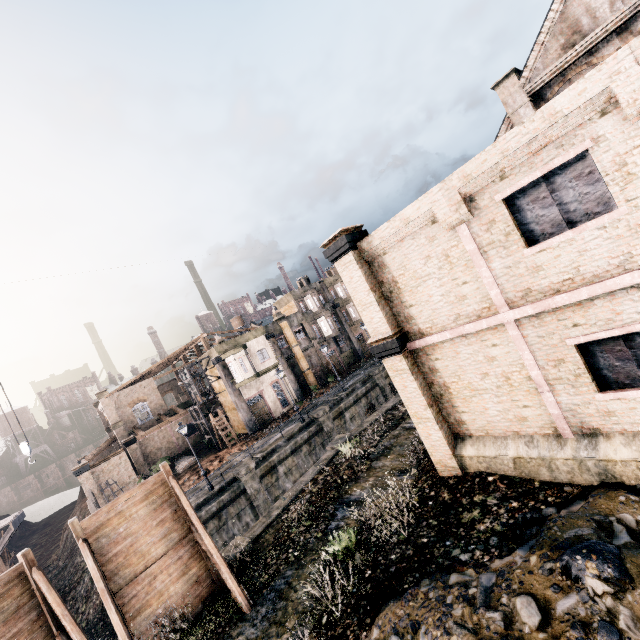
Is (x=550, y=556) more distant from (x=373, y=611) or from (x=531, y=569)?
(x=373, y=611)

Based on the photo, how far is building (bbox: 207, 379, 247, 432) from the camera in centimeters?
3859cm

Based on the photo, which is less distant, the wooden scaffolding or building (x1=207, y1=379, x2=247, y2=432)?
the wooden scaffolding

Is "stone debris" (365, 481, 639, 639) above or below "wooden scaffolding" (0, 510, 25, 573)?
below

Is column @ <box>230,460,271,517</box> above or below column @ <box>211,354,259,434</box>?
below

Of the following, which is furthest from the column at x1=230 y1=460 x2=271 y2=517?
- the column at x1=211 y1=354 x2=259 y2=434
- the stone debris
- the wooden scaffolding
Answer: the stone debris

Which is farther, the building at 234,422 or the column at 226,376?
the building at 234,422

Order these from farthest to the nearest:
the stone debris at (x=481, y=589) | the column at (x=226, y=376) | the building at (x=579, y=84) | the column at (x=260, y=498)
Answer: the column at (x=226, y=376), the column at (x=260, y=498), the building at (x=579, y=84), the stone debris at (x=481, y=589)
